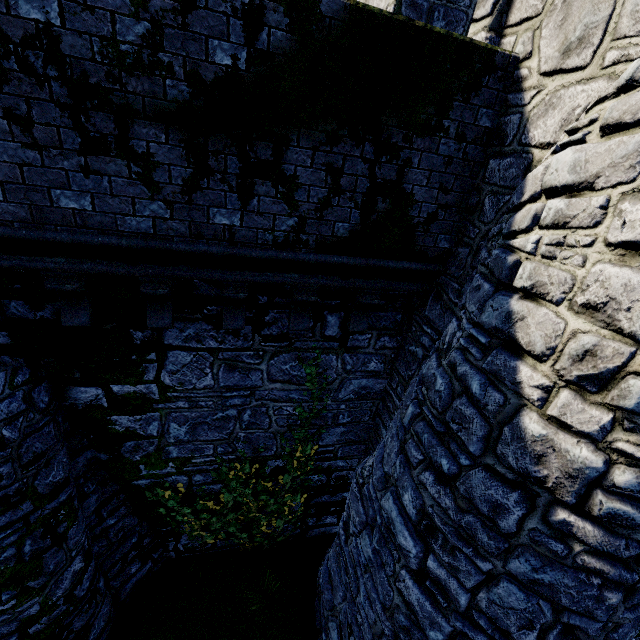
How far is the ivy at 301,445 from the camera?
6.2m

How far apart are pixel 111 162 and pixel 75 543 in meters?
5.9 m

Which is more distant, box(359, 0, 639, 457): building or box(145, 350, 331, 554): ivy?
box(145, 350, 331, 554): ivy

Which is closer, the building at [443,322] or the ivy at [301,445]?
the building at [443,322]

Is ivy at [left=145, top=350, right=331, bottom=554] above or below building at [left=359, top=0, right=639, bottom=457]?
below

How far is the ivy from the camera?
6.2m
